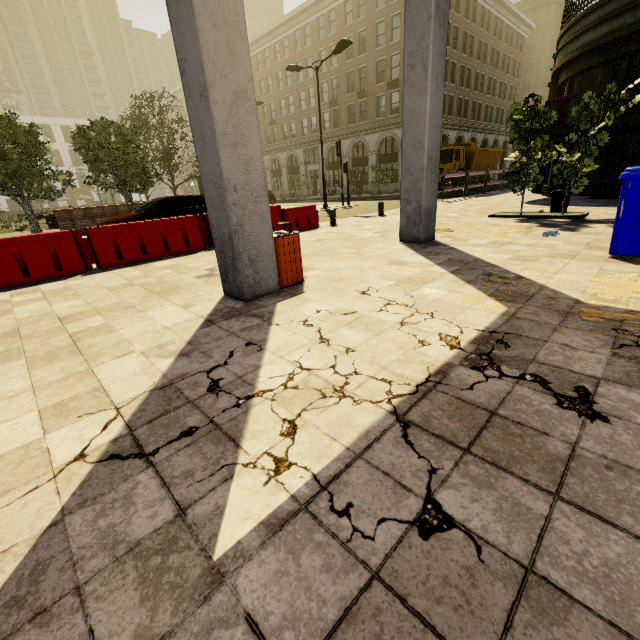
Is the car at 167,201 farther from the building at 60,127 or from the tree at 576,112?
the building at 60,127

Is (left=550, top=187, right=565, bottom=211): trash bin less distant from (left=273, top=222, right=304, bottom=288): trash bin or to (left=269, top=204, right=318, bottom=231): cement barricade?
(left=269, top=204, right=318, bottom=231): cement barricade

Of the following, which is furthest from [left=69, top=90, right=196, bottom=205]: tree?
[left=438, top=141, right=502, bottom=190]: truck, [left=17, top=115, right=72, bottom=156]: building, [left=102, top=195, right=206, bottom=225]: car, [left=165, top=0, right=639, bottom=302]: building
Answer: [left=17, top=115, right=72, bottom=156]: building

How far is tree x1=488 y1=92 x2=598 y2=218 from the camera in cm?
858

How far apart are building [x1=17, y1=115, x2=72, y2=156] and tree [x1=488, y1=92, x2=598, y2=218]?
77.49m

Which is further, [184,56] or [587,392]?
[184,56]

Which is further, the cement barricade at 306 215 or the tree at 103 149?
the tree at 103 149

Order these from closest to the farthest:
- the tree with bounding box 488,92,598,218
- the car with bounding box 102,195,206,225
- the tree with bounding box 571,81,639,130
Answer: the tree with bounding box 571,81,639,130
the tree with bounding box 488,92,598,218
the car with bounding box 102,195,206,225
